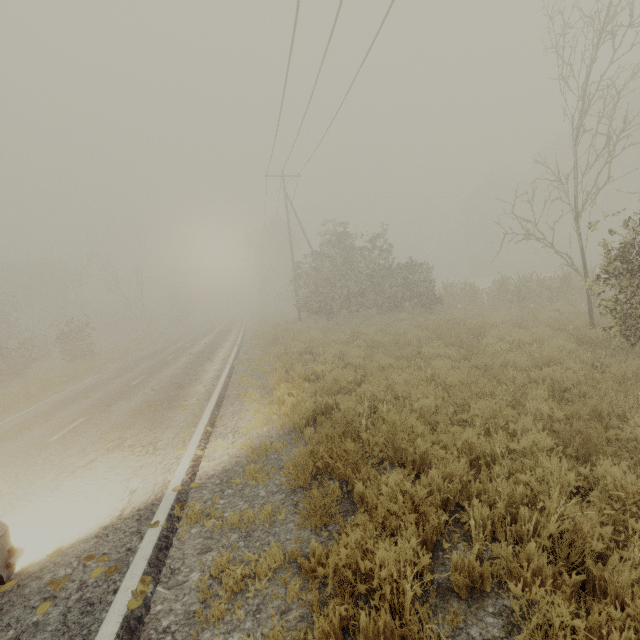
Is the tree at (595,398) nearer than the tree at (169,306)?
Yes

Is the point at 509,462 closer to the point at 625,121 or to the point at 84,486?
the point at 84,486

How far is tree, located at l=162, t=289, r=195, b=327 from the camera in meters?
49.9 m

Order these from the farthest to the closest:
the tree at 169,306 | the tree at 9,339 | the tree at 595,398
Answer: the tree at 169,306 → the tree at 9,339 → the tree at 595,398

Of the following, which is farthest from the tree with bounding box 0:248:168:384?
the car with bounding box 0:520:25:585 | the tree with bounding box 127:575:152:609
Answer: the tree with bounding box 127:575:152:609

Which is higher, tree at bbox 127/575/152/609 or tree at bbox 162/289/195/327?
tree at bbox 162/289/195/327
